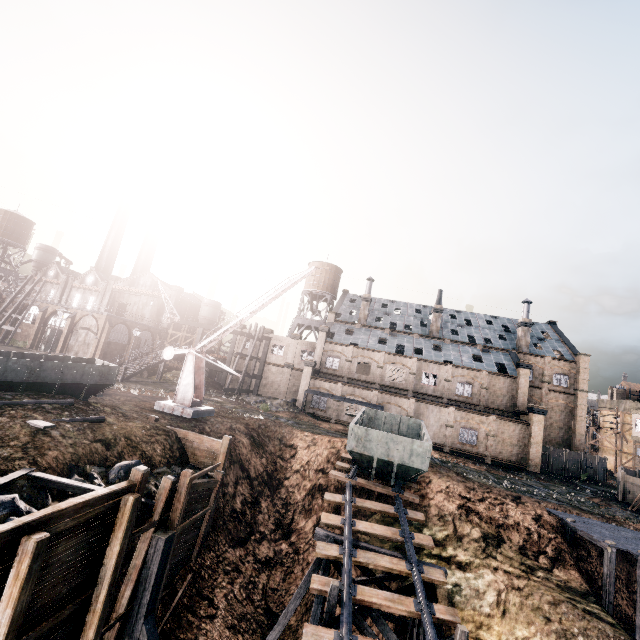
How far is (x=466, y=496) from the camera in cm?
2195

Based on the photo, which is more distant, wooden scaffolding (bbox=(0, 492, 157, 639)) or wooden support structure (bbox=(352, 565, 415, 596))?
wooden support structure (bbox=(352, 565, 415, 596))

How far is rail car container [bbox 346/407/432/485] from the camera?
19.4m

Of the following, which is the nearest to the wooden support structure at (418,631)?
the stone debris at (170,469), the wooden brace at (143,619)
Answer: the wooden brace at (143,619)

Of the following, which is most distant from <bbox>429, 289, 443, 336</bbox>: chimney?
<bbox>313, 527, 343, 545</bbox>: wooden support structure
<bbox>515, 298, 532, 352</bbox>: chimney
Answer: <bbox>313, 527, 343, 545</bbox>: wooden support structure

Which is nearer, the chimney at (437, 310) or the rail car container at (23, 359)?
the rail car container at (23, 359)

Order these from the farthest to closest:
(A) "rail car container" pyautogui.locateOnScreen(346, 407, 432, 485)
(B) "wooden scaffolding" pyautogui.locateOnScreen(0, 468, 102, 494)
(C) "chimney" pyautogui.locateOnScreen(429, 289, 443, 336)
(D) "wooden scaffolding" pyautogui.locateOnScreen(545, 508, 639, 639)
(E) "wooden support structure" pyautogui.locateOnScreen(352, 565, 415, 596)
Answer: (C) "chimney" pyautogui.locateOnScreen(429, 289, 443, 336)
(A) "rail car container" pyautogui.locateOnScreen(346, 407, 432, 485)
(D) "wooden scaffolding" pyautogui.locateOnScreen(545, 508, 639, 639)
(E) "wooden support structure" pyautogui.locateOnScreen(352, 565, 415, 596)
(B) "wooden scaffolding" pyautogui.locateOnScreen(0, 468, 102, 494)

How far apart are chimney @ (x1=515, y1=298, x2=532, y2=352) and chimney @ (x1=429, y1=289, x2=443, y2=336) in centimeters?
1078cm
